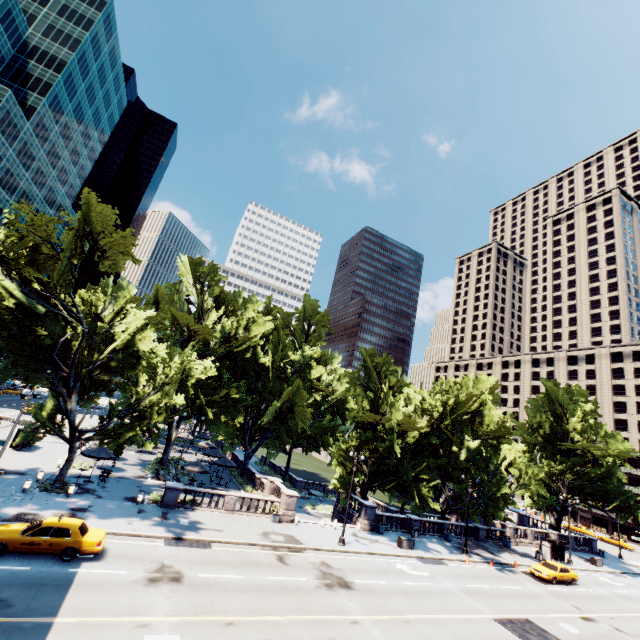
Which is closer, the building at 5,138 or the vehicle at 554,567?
the vehicle at 554,567

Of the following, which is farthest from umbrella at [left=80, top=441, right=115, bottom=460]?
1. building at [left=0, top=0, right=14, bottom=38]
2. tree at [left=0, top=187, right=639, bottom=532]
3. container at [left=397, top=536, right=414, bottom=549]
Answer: building at [left=0, top=0, right=14, bottom=38]

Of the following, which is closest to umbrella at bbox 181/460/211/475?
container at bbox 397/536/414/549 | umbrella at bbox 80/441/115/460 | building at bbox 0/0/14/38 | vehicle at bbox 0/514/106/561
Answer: umbrella at bbox 80/441/115/460

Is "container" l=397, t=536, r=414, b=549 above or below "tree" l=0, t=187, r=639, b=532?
below

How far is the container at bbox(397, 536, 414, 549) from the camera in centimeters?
2958cm

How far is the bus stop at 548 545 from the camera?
36.8 meters

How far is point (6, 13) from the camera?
59.3 meters

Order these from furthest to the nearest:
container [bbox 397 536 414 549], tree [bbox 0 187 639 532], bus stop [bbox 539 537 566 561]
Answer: bus stop [bbox 539 537 566 561] < container [bbox 397 536 414 549] < tree [bbox 0 187 639 532]
